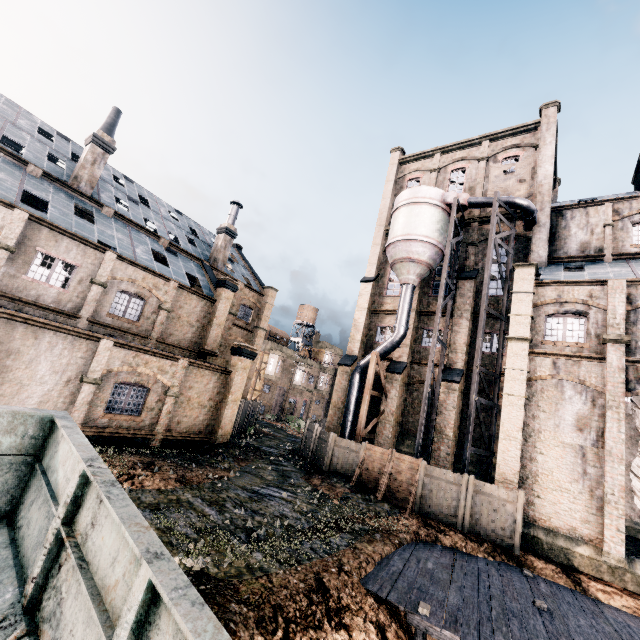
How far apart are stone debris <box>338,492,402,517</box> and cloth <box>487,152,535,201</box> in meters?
24.8

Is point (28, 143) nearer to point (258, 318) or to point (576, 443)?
point (258, 318)

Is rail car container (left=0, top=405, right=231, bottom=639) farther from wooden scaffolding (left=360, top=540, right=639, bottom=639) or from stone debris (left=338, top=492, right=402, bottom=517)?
stone debris (left=338, top=492, right=402, bottom=517)

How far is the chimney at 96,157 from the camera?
23.3m

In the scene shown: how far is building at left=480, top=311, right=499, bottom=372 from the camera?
24.5 meters

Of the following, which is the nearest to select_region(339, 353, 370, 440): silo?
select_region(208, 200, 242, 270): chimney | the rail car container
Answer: select_region(208, 200, 242, 270): chimney

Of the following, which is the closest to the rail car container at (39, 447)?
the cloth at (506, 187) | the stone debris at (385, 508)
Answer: the stone debris at (385, 508)
